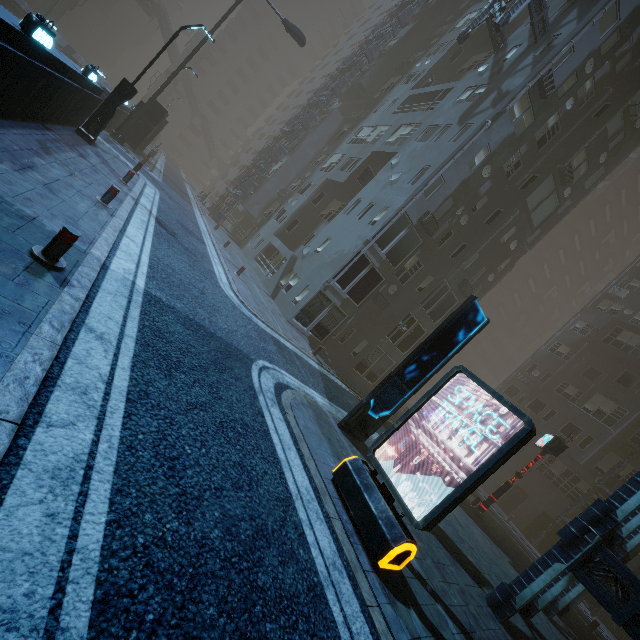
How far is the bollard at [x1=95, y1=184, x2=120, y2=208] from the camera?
8.68m

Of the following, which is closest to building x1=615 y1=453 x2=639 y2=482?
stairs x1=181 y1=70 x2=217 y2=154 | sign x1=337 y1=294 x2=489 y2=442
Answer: stairs x1=181 y1=70 x2=217 y2=154

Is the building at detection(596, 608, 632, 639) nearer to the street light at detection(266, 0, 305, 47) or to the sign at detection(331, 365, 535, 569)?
the street light at detection(266, 0, 305, 47)

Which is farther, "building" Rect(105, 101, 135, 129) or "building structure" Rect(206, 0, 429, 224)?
"building structure" Rect(206, 0, 429, 224)

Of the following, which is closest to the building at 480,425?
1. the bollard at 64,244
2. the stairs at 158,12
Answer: the bollard at 64,244

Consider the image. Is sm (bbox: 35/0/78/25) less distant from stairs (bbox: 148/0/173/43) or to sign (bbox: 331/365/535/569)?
stairs (bbox: 148/0/173/43)

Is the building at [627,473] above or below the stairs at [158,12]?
below

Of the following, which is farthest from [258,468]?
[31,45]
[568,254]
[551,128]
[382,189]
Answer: [568,254]
